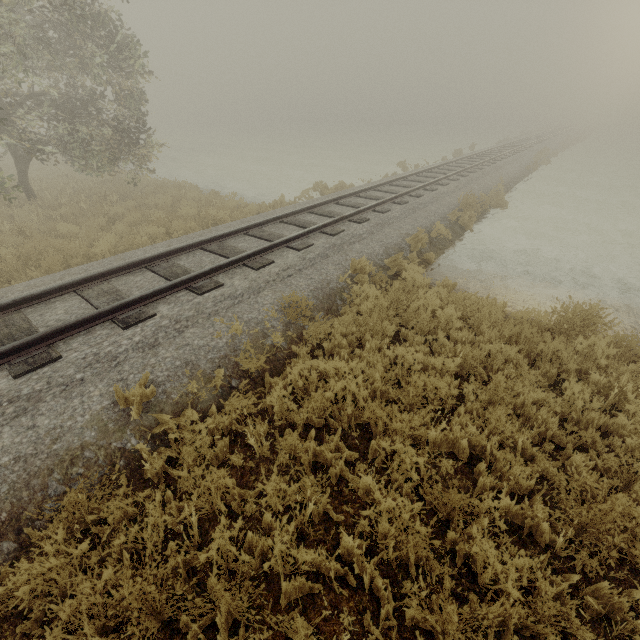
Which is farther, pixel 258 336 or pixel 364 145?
pixel 364 145
